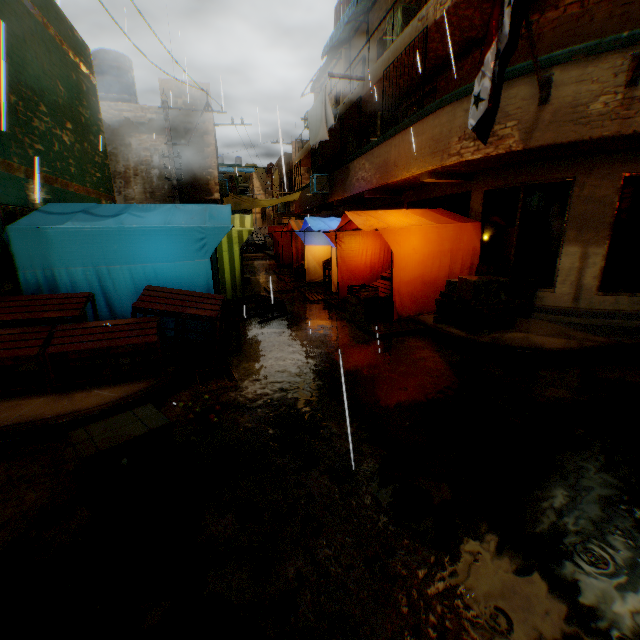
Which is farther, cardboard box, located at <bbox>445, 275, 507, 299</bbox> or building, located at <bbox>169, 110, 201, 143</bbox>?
building, located at <bbox>169, 110, 201, 143</bbox>

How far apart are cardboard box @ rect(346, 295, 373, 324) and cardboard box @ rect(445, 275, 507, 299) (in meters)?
0.64

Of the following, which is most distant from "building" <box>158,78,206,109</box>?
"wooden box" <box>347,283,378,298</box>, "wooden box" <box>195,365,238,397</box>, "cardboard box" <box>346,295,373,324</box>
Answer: "wooden box" <box>195,365,238,397</box>

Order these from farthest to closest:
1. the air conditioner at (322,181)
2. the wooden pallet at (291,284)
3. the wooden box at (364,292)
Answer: the air conditioner at (322,181) < the wooden pallet at (291,284) < the wooden box at (364,292)

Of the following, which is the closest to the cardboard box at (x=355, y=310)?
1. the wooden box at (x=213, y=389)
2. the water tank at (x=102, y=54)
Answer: the wooden box at (x=213, y=389)

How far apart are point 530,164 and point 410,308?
4.0 meters

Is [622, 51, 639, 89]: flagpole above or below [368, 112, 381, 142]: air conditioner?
below

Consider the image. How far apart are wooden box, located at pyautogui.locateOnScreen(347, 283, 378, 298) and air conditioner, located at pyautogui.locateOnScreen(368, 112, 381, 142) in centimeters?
652cm
